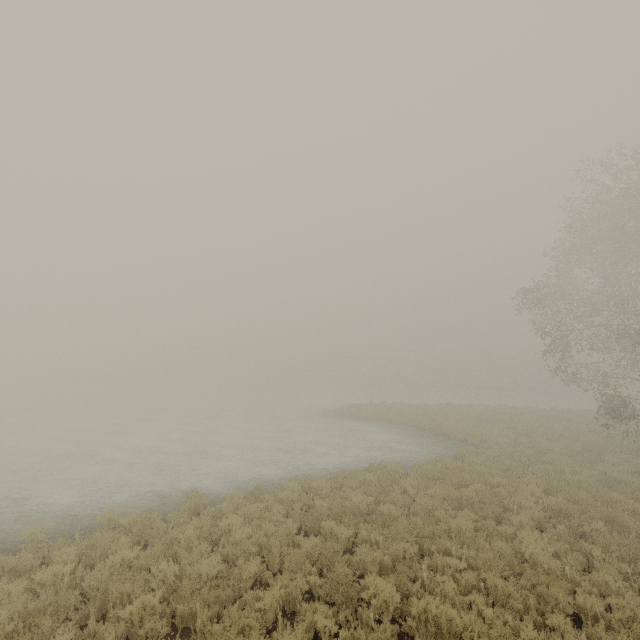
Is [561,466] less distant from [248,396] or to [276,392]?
[248,396]
